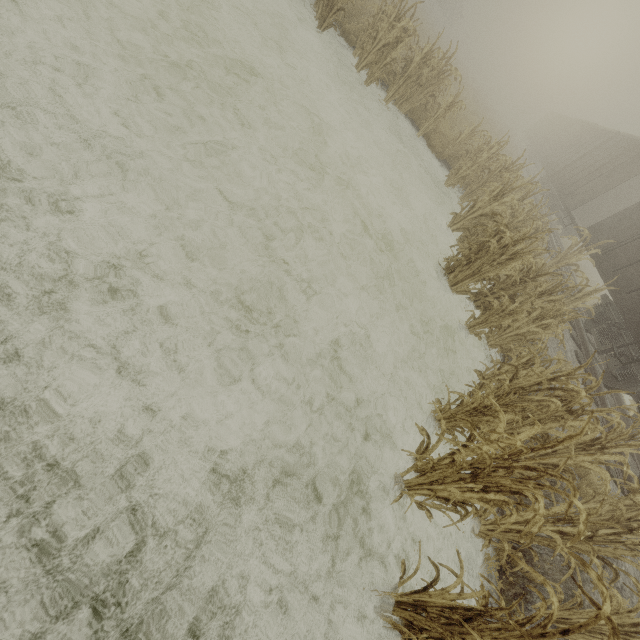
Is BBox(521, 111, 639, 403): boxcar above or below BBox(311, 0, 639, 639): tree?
above

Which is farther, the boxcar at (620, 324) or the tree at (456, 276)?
the boxcar at (620, 324)

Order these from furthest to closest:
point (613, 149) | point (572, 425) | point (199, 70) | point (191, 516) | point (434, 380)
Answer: point (613, 149)
point (434, 380)
point (199, 70)
point (572, 425)
point (191, 516)

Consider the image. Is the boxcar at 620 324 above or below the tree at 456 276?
above

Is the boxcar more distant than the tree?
Yes
